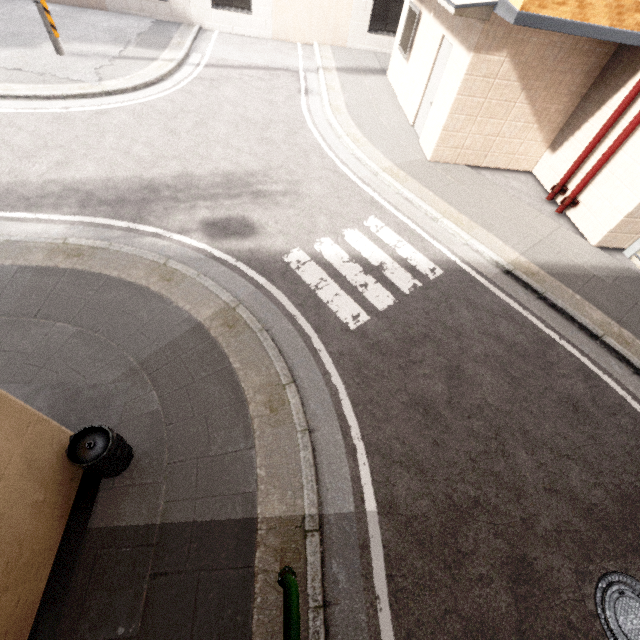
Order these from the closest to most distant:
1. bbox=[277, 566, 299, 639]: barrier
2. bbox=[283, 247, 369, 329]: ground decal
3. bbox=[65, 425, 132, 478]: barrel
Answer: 1. bbox=[277, 566, 299, 639]: barrier
2. bbox=[65, 425, 132, 478]: barrel
3. bbox=[283, 247, 369, 329]: ground decal

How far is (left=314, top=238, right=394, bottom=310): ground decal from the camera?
5.4m

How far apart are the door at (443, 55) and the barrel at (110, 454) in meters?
9.6

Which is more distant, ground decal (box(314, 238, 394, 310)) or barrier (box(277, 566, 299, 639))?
ground decal (box(314, 238, 394, 310))

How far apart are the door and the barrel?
9.6 meters

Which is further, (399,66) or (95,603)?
(399,66)

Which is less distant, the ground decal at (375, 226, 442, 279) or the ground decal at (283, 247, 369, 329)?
the ground decal at (283, 247, 369, 329)

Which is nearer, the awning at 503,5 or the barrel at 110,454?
the barrel at 110,454
